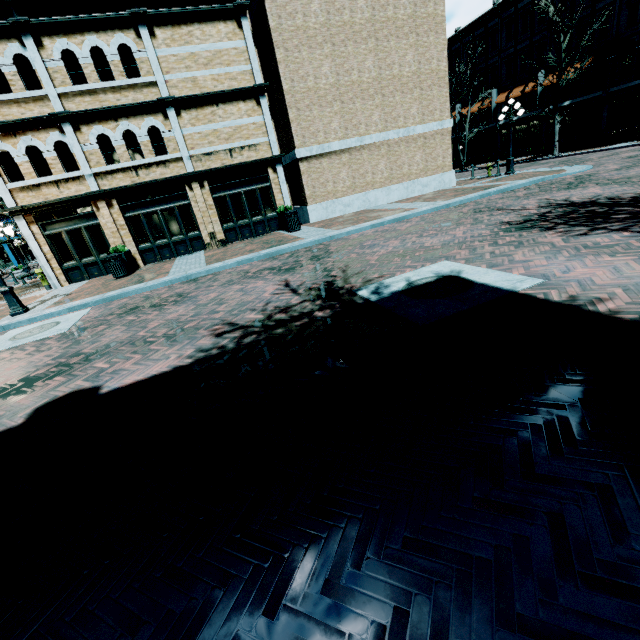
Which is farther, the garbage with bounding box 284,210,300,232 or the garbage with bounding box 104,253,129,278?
the garbage with bounding box 284,210,300,232

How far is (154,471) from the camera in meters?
2.7 m

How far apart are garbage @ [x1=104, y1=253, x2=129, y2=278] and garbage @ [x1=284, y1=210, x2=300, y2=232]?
6.8 meters

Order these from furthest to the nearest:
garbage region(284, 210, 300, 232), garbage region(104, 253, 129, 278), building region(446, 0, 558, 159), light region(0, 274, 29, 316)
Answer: building region(446, 0, 558, 159) → garbage region(284, 210, 300, 232) → garbage region(104, 253, 129, 278) → light region(0, 274, 29, 316)

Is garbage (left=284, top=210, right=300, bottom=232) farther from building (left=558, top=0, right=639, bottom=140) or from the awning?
the awning

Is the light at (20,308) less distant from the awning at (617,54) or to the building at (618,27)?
the building at (618,27)

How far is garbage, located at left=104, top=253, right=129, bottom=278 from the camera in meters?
12.4 m

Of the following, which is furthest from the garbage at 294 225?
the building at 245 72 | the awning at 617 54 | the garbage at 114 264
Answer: the awning at 617 54
